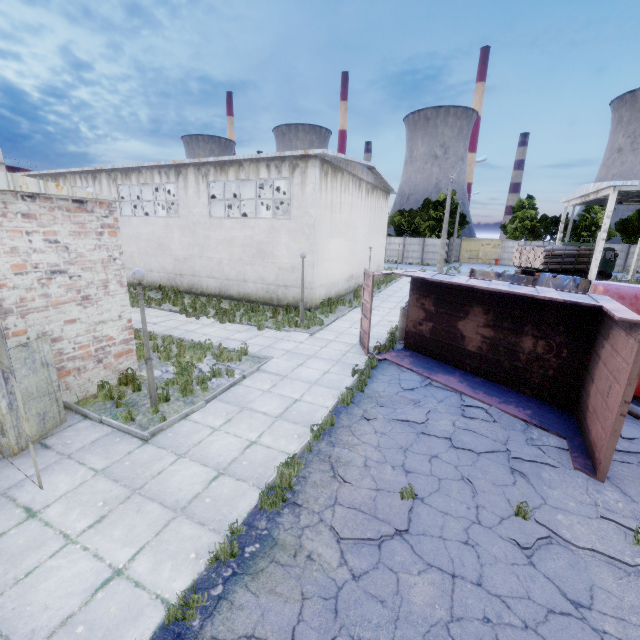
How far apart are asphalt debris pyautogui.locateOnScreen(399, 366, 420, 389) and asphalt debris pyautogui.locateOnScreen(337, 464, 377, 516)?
3.3 meters

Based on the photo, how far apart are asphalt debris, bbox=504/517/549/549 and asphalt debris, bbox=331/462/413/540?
1.02m

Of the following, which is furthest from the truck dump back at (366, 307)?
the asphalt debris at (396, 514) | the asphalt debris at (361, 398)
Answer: the asphalt debris at (396, 514)

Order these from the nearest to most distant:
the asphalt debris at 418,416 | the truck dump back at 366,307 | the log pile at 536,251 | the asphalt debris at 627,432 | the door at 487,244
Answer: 1. the asphalt debris at 627,432
2. the asphalt debris at 418,416
3. the truck dump back at 366,307
4. the log pile at 536,251
5. the door at 487,244

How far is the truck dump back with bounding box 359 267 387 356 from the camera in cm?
1091

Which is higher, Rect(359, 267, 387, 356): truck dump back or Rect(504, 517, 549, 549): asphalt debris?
Rect(359, 267, 387, 356): truck dump back

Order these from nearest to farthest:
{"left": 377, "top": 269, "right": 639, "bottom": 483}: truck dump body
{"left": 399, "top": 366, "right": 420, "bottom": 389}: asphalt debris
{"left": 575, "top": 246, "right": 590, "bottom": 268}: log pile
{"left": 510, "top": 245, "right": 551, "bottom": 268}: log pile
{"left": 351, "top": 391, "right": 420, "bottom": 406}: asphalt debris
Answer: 1. {"left": 377, "top": 269, "right": 639, "bottom": 483}: truck dump body
2. {"left": 351, "top": 391, "right": 420, "bottom": 406}: asphalt debris
3. {"left": 399, "top": 366, "right": 420, "bottom": 389}: asphalt debris
4. {"left": 510, "top": 245, "right": 551, "bottom": 268}: log pile
5. {"left": 575, "top": 246, "right": 590, "bottom": 268}: log pile

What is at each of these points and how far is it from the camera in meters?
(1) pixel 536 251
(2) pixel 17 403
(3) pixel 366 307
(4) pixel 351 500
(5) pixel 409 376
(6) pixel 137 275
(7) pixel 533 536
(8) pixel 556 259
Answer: (1) log pile, 27.0 m
(2) door, 6.0 m
(3) truck dump back, 11.7 m
(4) asphalt debris, 5.4 m
(5) asphalt debris, 10.1 m
(6) lamp post, 7.0 m
(7) asphalt debris, 4.8 m
(8) log pile, 26.7 m
